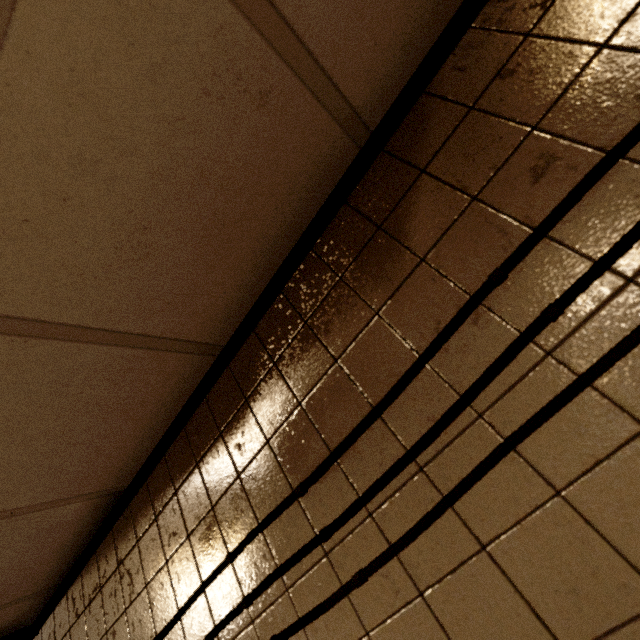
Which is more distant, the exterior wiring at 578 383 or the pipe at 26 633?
the pipe at 26 633

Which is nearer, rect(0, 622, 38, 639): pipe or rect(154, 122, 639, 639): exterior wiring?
rect(154, 122, 639, 639): exterior wiring

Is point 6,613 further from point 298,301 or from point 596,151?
point 596,151

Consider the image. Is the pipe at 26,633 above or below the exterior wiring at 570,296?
above

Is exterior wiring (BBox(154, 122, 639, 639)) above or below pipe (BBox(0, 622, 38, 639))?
below
